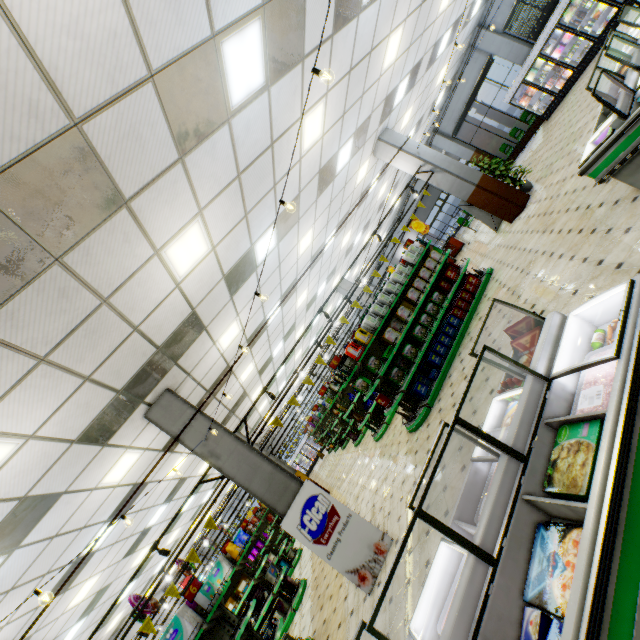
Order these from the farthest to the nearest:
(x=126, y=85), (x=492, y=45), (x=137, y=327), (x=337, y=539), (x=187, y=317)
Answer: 1. (x=492, y=45)
2. (x=187, y=317)
3. (x=337, y=539)
4. (x=137, y=327)
5. (x=126, y=85)

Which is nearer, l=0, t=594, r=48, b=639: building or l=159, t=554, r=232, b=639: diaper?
l=159, t=554, r=232, b=639: diaper

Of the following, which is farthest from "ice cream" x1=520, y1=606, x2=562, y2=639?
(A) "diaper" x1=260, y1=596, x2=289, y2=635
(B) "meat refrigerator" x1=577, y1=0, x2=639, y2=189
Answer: (A) "diaper" x1=260, y1=596, x2=289, y2=635

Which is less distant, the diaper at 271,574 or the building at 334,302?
the diaper at 271,574

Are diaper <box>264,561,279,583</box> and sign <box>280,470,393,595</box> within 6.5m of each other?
yes

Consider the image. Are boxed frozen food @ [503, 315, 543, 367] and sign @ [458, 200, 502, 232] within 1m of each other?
no

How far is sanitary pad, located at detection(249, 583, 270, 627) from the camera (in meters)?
8.10

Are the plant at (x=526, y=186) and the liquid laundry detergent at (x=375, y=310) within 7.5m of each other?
yes
